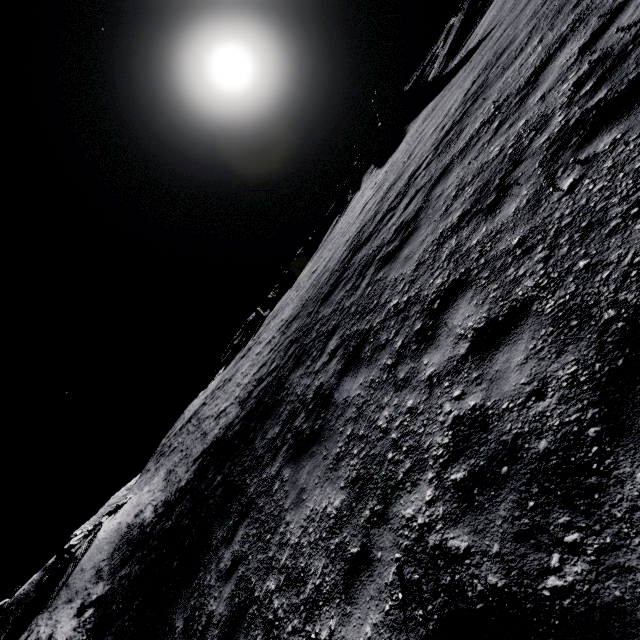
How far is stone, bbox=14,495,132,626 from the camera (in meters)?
18.38

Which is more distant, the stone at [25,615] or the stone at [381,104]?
the stone at [381,104]

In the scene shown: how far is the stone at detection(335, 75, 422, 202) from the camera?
36.1 meters

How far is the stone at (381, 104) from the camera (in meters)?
36.10

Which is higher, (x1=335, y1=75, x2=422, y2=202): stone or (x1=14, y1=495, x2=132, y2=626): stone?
(x1=335, y1=75, x2=422, y2=202): stone

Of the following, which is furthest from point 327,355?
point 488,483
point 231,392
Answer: point 231,392

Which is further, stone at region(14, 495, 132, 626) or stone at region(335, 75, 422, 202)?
stone at region(335, 75, 422, 202)
